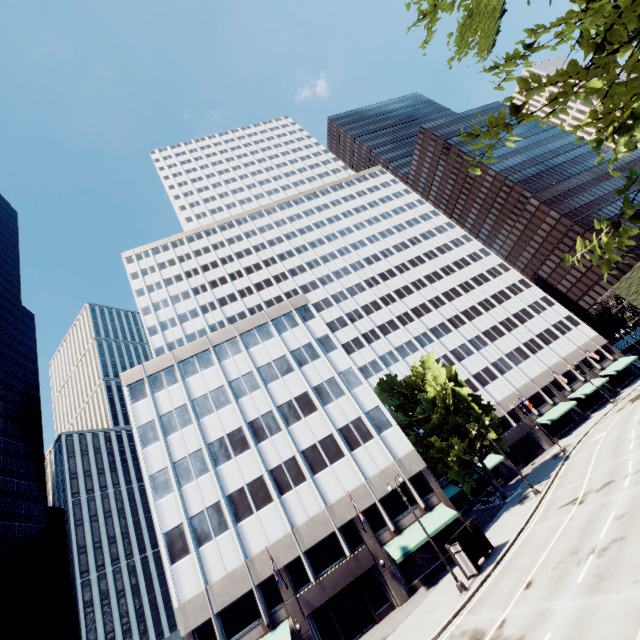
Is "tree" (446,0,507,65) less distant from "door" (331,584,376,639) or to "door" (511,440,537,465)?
"door" (511,440,537,465)

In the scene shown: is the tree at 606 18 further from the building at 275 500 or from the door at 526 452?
the door at 526 452

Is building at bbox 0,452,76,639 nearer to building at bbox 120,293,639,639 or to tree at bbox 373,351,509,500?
building at bbox 120,293,639,639

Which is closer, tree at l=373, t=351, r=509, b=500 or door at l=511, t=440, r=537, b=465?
tree at l=373, t=351, r=509, b=500

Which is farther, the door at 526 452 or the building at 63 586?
the building at 63 586

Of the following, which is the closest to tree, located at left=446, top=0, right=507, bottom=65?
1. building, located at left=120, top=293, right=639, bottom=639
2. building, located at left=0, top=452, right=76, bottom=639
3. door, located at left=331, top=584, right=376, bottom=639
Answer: → building, located at left=120, top=293, right=639, bottom=639

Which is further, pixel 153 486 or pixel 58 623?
pixel 58 623

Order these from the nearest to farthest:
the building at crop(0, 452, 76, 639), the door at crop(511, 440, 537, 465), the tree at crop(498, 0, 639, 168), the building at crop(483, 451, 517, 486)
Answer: the tree at crop(498, 0, 639, 168), the building at crop(483, 451, 517, 486), the door at crop(511, 440, 537, 465), the building at crop(0, 452, 76, 639)
